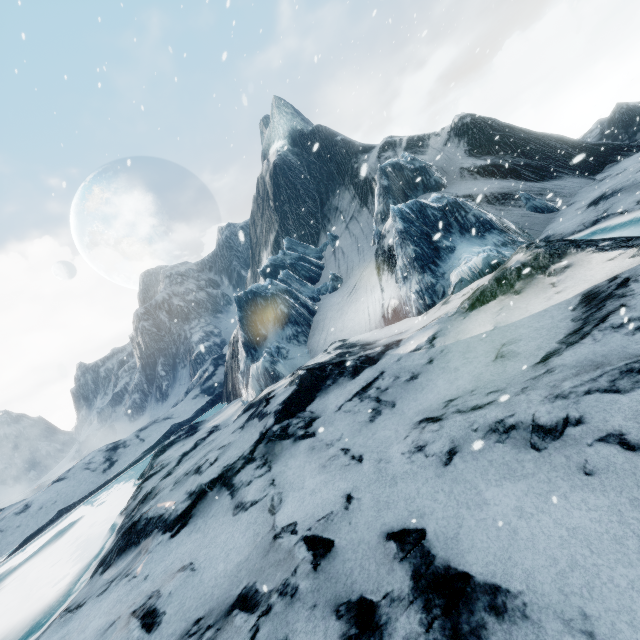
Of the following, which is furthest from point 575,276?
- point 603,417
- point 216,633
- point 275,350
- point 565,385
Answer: point 275,350
